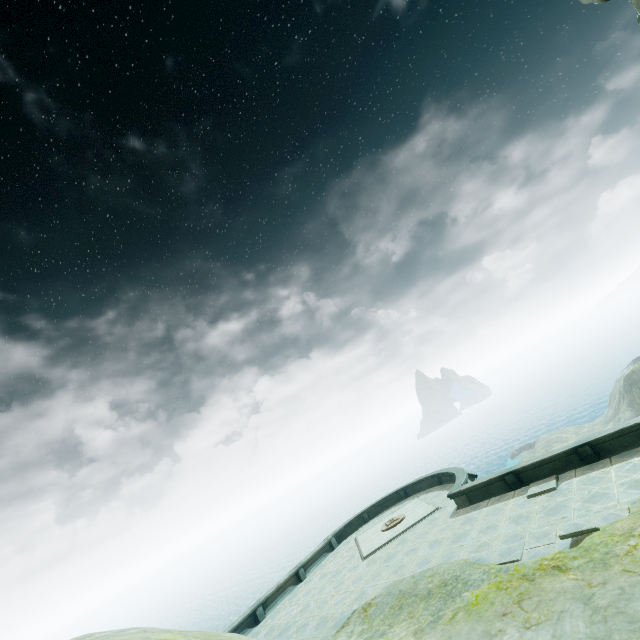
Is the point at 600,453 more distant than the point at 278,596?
No
